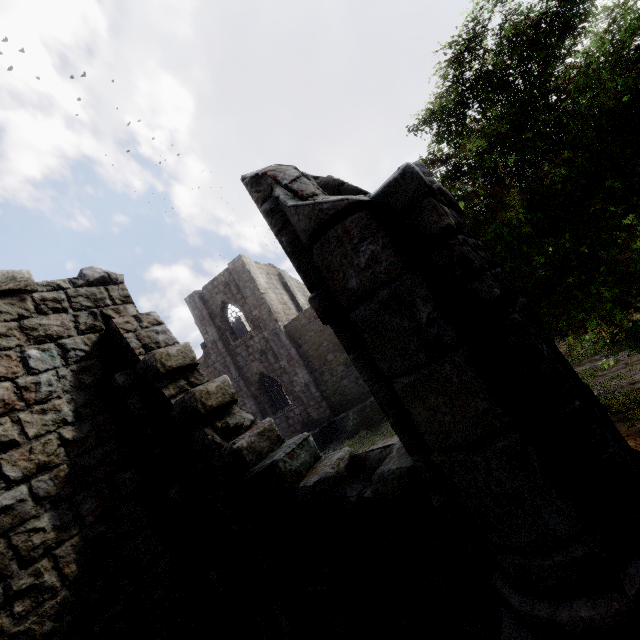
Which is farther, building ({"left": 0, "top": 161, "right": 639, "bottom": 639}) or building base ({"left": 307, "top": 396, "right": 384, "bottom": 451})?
building base ({"left": 307, "top": 396, "right": 384, "bottom": 451})

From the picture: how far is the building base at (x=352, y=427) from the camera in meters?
17.9

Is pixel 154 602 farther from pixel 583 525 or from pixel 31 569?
pixel 583 525

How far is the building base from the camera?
17.94m

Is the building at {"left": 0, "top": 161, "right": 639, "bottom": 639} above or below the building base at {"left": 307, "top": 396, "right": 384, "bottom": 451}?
above

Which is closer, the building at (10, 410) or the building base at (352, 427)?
the building at (10, 410)
